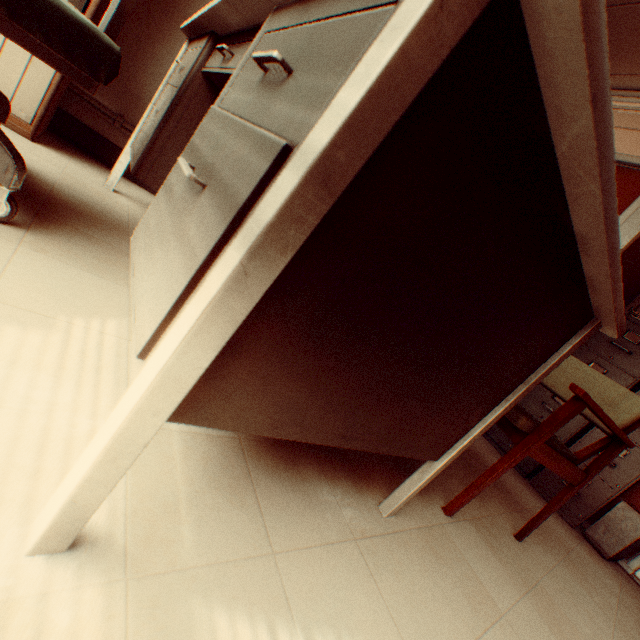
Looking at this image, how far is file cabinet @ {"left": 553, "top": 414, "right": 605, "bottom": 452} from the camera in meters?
3.2 m

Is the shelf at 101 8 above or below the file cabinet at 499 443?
above

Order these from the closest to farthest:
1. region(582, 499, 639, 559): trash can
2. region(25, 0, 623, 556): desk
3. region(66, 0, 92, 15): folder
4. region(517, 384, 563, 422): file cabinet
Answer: region(25, 0, 623, 556): desk, region(66, 0, 92, 15): folder, region(582, 499, 639, 559): trash can, region(517, 384, 563, 422): file cabinet

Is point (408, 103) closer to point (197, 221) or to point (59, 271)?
point (197, 221)

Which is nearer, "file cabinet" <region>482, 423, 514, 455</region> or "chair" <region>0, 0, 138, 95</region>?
"chair" <region>0, 0, 138, 95</region>

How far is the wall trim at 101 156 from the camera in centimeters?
213cm

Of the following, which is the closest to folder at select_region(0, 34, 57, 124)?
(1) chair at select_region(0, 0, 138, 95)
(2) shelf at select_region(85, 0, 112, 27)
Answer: (2) shelf at select_region(85, 0, 112, 27)

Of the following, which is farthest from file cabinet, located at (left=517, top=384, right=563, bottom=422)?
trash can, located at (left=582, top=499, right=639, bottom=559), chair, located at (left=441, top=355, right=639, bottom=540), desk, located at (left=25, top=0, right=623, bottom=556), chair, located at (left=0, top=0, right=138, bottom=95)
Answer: chair, located at (left=0, top=0, right=138, bottom=95)
